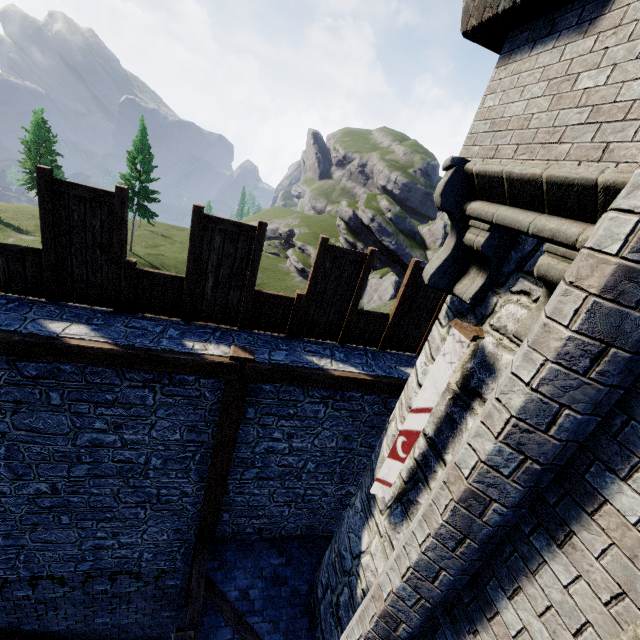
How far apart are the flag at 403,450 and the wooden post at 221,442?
2.4 meters

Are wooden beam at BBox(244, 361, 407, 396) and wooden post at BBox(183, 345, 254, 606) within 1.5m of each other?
yes

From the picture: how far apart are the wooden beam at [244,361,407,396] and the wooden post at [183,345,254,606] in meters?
0.0 m

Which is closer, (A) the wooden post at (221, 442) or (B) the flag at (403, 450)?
(B) the flag at (403, 450)

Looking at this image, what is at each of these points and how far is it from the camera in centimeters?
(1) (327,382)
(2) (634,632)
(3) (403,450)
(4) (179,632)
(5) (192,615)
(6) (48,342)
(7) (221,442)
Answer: (1) wooden beam, 567cm
(2) window slit, 193cm
(3) flag, 410cm
(4) stairs, 568cm
(5) wooden beam, 602cm
(6) wooden beam, 441cm
(7) wooden post, 589cm

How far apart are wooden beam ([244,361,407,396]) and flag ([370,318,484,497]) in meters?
1.6 m

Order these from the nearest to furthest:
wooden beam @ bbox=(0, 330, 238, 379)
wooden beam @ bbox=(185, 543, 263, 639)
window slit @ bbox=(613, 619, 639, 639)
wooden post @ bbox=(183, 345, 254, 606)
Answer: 1. window slit @ bbox=(613, 619, 639, 639)
2. wooden beam @ bbox=(0, 330, 238, 379)
3. wooden post @ bbox=(183, 345, 254, 606)
4. wooden beam @ bbox=(185, 543, 263, 639)

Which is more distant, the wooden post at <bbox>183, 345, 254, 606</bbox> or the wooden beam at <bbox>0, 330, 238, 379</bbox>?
the wooden post at <bbox>183, 345, 254, 606</bbox>
